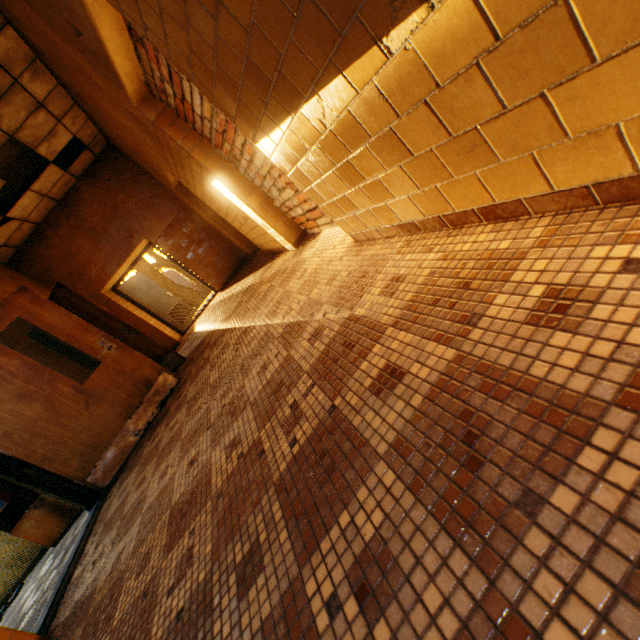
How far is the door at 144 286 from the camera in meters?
8.8 m

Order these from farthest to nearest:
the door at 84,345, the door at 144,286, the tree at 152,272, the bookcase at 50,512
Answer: the tree at 152,272, the door at 144,286, the bookcase at 50,512, the door at 84,345

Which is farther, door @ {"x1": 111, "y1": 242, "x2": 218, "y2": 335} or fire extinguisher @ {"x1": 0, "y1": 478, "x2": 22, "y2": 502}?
door @ {"x1": 111, "y1": 242, "x2": 218, "y2": 335}

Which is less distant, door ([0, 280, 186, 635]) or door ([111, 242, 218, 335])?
door ([0, 280, 186, 635])

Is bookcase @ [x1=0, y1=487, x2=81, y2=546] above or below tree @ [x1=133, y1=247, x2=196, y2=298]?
below

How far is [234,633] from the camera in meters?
1.0 m

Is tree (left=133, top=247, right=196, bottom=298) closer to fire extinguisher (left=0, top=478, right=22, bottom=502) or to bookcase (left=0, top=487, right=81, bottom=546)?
bookcase (left=0, top=487, right=81, bottom=546)

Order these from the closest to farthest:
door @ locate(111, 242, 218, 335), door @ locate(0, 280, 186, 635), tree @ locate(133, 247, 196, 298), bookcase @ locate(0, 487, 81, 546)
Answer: door @ locate(0, 280, 186, 635) → bookcase @ locate(0, 487, 81, 546) → door @ locate(111, 242, 218, 335) → tree @ locate(133, 247, 196, 298)
